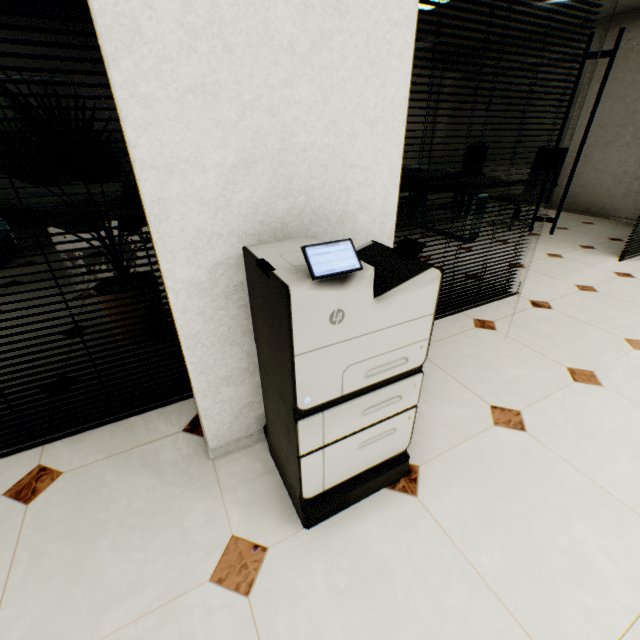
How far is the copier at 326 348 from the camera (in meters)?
0.85

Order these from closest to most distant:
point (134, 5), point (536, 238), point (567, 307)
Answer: point (134, 5)
point (567, 307)
point (536, 238)

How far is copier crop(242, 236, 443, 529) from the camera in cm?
85
